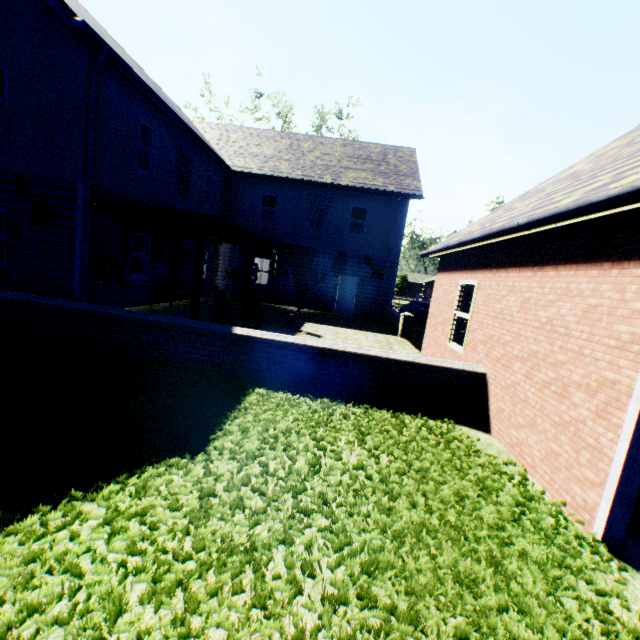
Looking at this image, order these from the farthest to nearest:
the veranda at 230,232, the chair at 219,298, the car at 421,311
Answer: the car at 421,311
the chair at 219,298
the veranda at 230,232

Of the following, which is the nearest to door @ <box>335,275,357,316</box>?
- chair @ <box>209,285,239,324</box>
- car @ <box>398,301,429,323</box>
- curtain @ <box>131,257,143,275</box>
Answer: car @ <box>398,301,429,323</box>

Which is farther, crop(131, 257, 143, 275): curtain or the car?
the car

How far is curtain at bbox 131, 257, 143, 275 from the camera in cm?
1123

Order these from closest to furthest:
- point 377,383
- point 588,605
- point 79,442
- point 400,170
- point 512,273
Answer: point 588,605, point 79,442, point 512,273, point 377,383, point 400,170

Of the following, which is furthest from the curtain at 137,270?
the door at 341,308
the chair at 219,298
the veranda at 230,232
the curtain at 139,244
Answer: the door at 341,308

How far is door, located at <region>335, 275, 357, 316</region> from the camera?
17.6m

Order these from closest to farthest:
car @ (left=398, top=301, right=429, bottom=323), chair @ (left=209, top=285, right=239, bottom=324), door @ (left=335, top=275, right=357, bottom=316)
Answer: chair @ (left=209, top=285, right=239, bottom=324), door @ (left=335, top=275, right=357, bottom=316), car @ (left=398, top=301, right=429, bottom=323)
